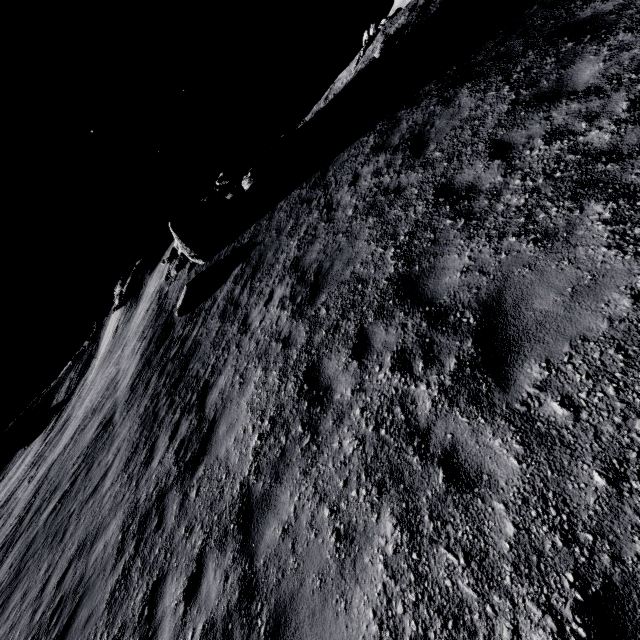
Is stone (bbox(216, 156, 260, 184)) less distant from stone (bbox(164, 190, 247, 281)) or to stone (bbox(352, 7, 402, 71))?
stone (bbox(164, 190, 247, 281))

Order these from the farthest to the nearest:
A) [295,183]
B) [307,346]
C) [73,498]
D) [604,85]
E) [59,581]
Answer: [295,183] < [73,498] < [59,581] < [307,346] < [604,85]

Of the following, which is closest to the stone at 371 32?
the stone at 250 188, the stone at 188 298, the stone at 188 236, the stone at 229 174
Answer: the stone at 229 174

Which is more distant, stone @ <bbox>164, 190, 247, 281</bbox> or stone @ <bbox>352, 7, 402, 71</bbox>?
stone @ <bbox>352, 7, 402, 71</bbox>

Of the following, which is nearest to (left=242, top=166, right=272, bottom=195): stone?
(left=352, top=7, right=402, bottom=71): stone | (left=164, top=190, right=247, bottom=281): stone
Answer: (left=164, top=190, right=247, bottom=281): stone

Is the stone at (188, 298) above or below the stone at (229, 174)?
below

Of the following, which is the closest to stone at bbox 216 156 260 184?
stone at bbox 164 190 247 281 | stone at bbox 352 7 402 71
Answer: stone at bbox 164 190 247 281

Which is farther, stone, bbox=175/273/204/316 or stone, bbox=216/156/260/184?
stone, bbox=216/156/260/184
